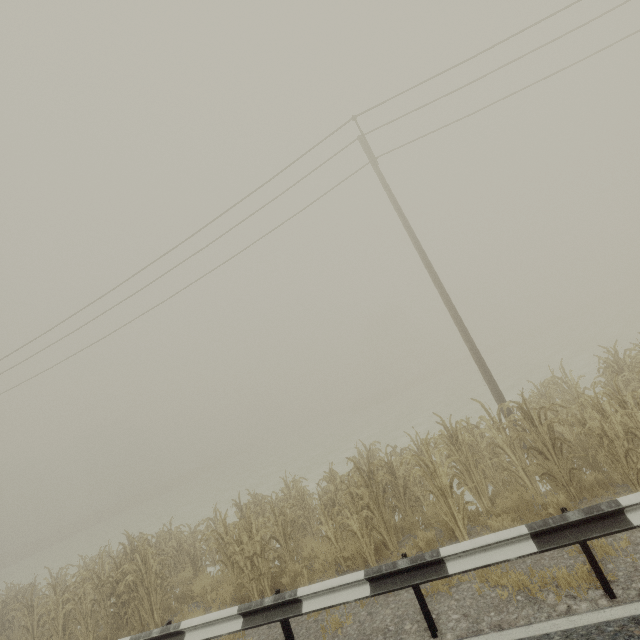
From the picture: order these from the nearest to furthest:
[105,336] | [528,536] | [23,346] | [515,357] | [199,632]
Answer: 1. [528,536]
2. [199,632]
3. [23,346]
4. [105,336]
5. [515,357]
